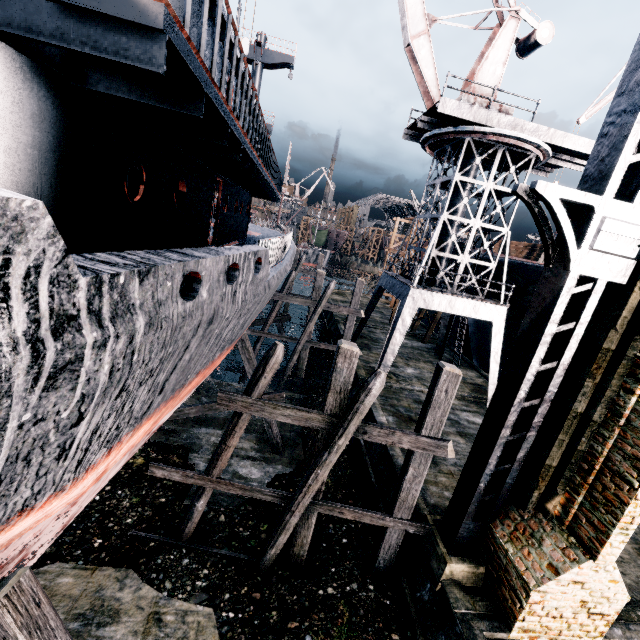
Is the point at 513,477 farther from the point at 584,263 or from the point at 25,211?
the point at 25,211

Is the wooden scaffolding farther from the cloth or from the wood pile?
the wood pile

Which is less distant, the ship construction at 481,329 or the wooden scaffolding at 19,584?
the wooden scaffolding at 19,584

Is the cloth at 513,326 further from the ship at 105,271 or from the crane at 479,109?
the ship at 105,271

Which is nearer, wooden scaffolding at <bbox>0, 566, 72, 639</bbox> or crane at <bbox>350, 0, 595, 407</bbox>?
wooden scaffolding at <bbox>0, 566, 72, 639</bbox>

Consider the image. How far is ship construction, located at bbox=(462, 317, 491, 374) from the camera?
24.6m

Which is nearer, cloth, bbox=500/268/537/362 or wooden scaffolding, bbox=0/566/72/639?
wooden scaffolding, bbox=0/566/72/639

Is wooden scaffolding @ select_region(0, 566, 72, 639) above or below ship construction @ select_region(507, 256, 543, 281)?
below
